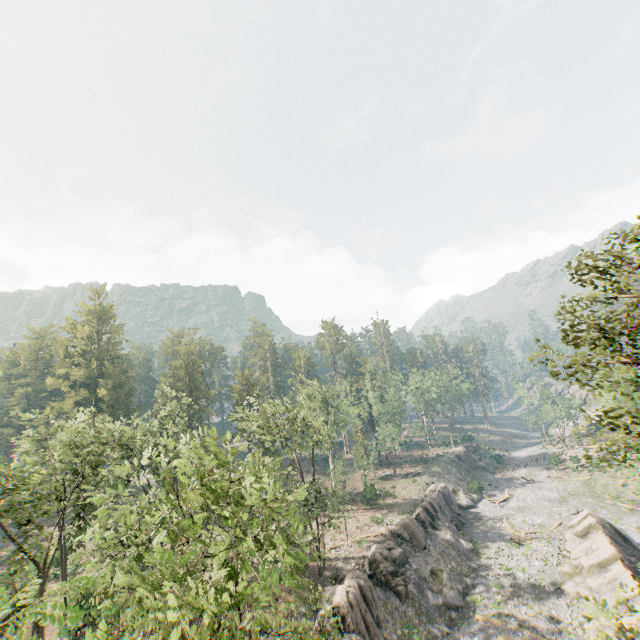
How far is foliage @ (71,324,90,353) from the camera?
57.9m

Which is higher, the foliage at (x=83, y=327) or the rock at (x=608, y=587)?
the foliage at (x=83, y=327)

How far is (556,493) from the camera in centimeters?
5200cm

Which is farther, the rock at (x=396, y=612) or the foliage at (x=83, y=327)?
the foliage at (x=83, y=327)

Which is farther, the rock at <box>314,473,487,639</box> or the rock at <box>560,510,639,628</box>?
the rock at <box>314,473,487,639</box>

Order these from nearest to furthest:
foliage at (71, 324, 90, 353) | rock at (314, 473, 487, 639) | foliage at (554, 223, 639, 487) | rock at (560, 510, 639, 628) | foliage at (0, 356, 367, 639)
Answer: foliage at (0, 356, 367, 639), foliage at (554, 223, 639, 487), rock at (560, 510, 639, 628), rock at (314, 473, 487, 639), foliage at (71, 324, 90, 353)

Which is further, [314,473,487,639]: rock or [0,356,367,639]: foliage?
[314,473,487,639]: rock

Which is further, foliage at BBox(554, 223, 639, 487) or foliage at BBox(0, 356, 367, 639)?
foliage at BBox(554, 223, 639, 487)
